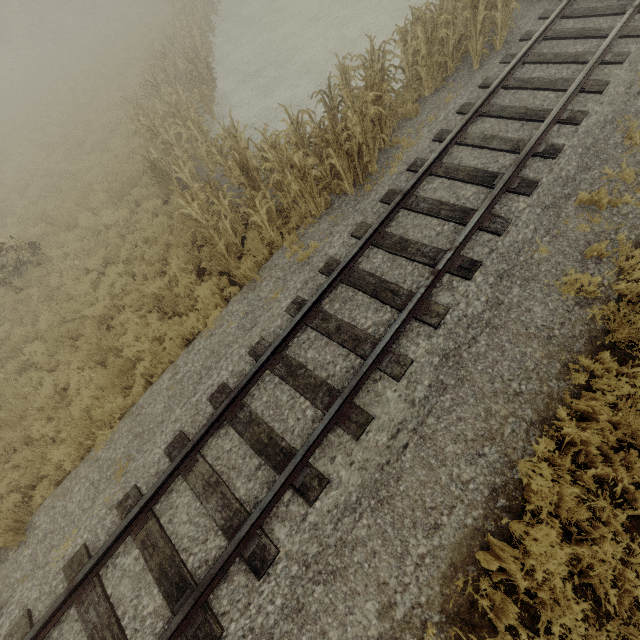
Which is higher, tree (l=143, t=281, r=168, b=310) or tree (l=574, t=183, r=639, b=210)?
tree (l=574, t=183, r=639, b=210)

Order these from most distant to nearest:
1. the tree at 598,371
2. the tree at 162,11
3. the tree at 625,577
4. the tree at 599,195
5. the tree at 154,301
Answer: the tree at 154,301 < the tree at 162,11 < the tree at 599,195 < the tree at 598,371 < the tree at 625,577

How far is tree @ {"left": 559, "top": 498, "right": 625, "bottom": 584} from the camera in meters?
3.4

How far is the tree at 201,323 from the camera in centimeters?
681cm

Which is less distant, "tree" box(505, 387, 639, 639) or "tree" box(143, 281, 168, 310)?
"tree" box(505, 387, 639, 639)

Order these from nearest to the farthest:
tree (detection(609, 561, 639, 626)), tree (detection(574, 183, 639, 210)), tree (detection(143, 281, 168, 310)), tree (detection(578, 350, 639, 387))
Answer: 1. tree (detection(609, 561, 639, 626))
2. tree (detection(578, 350, 639, 387))
3. tree (detection(574, 183, 639, 210))
4. tree (detection(143, 281, 168, 310))

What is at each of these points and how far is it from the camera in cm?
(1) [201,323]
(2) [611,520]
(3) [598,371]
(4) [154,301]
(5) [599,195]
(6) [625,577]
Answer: (1) tree, 720
(2) tree, 361
(3) tree, 444
(4) tree, 810
(5) tree, 523
(6) tree, 343
